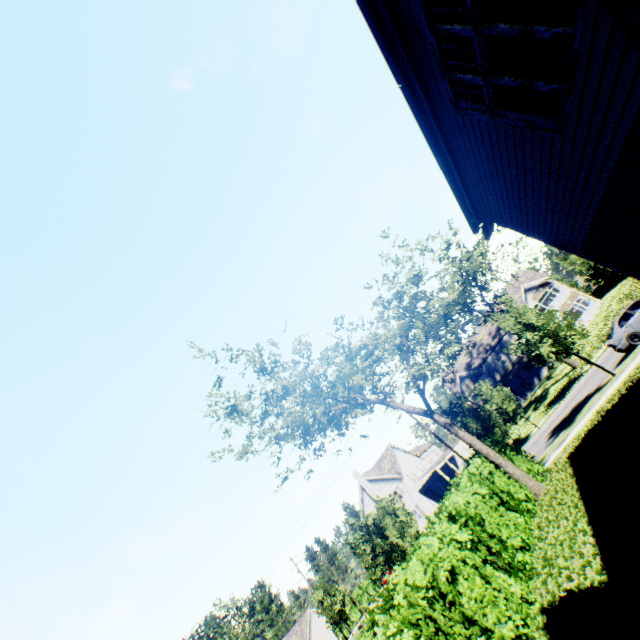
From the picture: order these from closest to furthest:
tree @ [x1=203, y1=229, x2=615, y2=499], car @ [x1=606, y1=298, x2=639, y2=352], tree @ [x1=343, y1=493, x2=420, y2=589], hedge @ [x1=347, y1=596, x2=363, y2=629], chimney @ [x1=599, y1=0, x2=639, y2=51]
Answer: chimney @ [x1=599, y1=0, x2=639, y2=51] → tree @ [x1=203, y1=229, x2=615, y2=499] → car @ [x1=606, y1=298, x2=639, y2=352] → tree @ [x1=343, y1=493, x2=420, y2=589] → hedge @ [x1=347, y1=596, x2=363, y2=629]

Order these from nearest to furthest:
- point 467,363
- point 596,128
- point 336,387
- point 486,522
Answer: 1. point 596,128
2. point 486,522
3. point 336,387
4. point 467,363

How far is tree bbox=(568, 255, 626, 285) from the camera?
26.89m

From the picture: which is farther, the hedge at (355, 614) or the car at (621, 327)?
the hedge at (355, 614)

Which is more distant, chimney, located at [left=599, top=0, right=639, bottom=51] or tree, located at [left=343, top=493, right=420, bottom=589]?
tree, located at [left=343, top=493, right=420, bottom=589]

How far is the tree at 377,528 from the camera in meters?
24.0

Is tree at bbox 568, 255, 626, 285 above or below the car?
above
